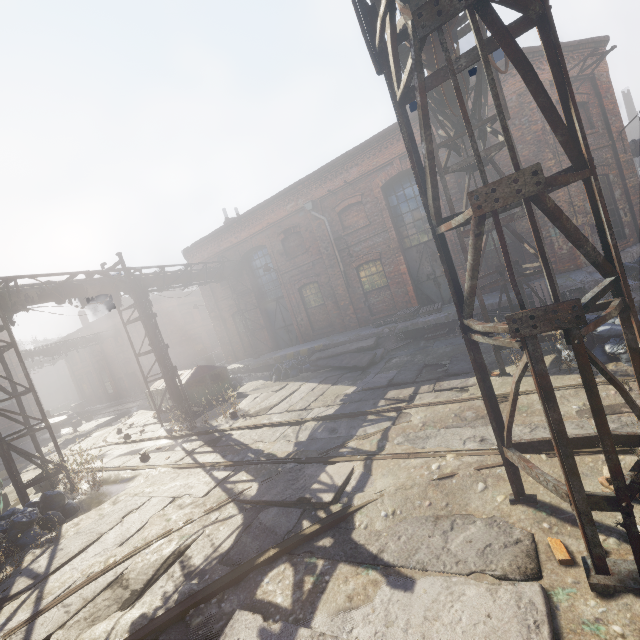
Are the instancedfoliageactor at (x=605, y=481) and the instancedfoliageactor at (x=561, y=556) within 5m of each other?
yes

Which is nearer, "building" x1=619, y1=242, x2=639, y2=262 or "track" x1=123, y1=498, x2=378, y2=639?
"track" x1=123, y1=498, x2=378, y2=639

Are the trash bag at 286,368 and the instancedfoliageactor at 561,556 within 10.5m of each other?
no

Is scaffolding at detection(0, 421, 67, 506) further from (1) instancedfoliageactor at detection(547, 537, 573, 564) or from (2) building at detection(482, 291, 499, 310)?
(1) instancedfoliageactor at detection(547, 537, 573, 564)

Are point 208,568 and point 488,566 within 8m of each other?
yes

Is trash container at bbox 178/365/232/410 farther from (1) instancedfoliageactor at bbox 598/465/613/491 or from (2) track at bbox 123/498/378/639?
(1) instancedfoliageactor at bbox 598/465/613/491

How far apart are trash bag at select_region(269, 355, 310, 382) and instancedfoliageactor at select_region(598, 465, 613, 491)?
11.6 meters

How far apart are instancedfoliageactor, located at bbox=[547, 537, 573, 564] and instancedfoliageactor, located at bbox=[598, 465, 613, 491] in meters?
0.7
